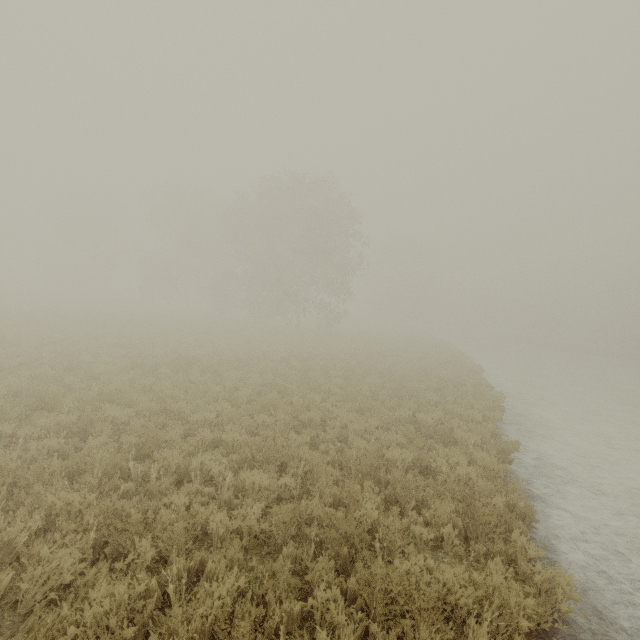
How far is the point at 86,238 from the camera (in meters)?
52.88
